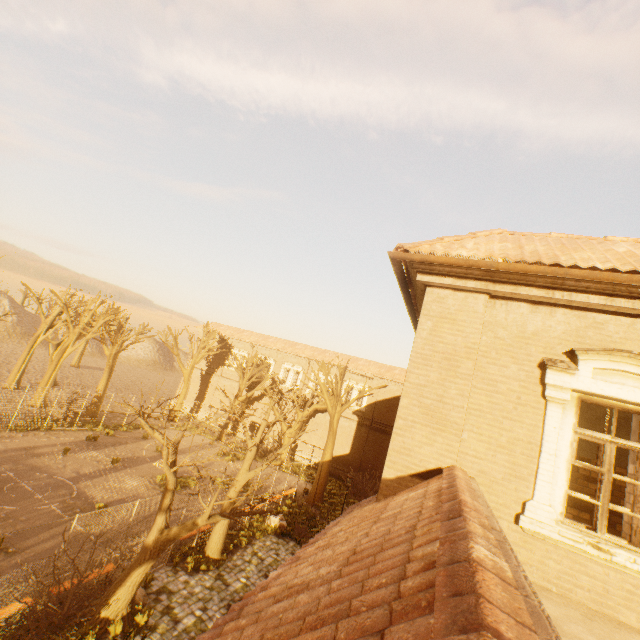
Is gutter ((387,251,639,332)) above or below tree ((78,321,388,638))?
above

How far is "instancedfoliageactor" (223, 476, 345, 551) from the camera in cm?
1602

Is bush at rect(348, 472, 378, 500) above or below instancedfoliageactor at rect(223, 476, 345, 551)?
above

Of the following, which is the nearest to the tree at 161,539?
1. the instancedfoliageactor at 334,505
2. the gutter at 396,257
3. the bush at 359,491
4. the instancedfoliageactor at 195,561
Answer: the instancedfoliageactor at 195,561

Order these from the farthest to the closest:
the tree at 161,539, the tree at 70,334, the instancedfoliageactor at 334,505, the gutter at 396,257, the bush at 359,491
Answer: the tree at 70,334, the bush at 359,491, the instancedfoliageactor at 334,505, the tree at 161,539, the gutter at 396,257

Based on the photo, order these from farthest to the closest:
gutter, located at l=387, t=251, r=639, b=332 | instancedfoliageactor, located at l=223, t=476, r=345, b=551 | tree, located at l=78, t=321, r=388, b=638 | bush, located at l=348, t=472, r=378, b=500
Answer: bush, located at l=348, t=472, r=378, b=500 < instancedfoliageactor, located at l=223, t=476, r=345, b=551 < tree, located at l=78, t=321, r=388, b=638 < gutter, located at l=387, t=251, r=639, b=332

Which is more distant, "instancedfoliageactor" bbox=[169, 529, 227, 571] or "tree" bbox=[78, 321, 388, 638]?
"instancedfoliageactor" bbox=[169, 529, 227, 571]

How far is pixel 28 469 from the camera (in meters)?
16.52
